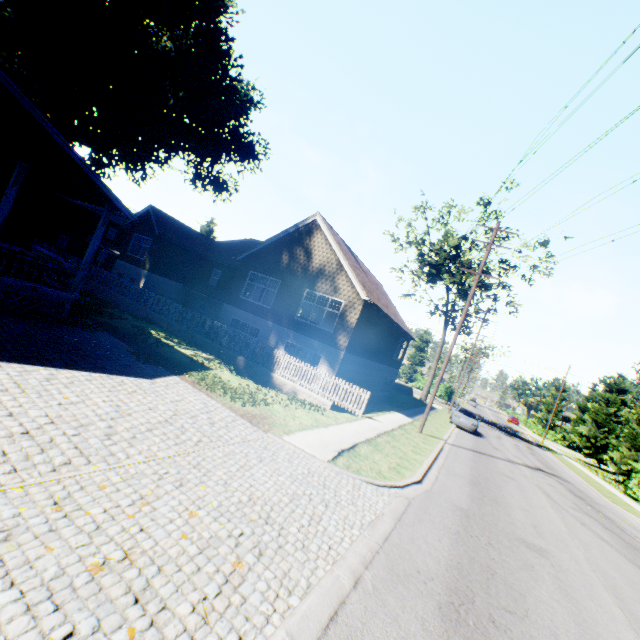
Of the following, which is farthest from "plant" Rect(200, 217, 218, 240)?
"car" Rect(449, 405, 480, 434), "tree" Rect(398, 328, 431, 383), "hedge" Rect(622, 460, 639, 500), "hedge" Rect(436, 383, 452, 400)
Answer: "hedge" Rect(622, 460, 639, 500)

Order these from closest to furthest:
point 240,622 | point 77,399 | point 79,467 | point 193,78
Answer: point 240,622 → point 79,467 → point 77,399 → point 193,78

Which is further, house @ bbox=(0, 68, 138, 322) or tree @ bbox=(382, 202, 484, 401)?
tree @ bbox=(382, 202, 484, 401)

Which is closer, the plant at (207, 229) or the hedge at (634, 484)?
the hedge at (634, 484)

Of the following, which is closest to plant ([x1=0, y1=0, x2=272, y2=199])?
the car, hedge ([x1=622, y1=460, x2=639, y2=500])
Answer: the car

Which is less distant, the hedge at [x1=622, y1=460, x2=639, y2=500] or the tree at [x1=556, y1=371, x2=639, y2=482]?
the hedge at [x1=622, y1=460, x2=639, y2=500]

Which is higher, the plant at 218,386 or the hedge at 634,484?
the hedge at 634,484

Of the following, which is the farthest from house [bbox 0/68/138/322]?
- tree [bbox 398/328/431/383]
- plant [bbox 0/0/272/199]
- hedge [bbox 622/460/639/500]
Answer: tree [bbox 398/328/431/383]
